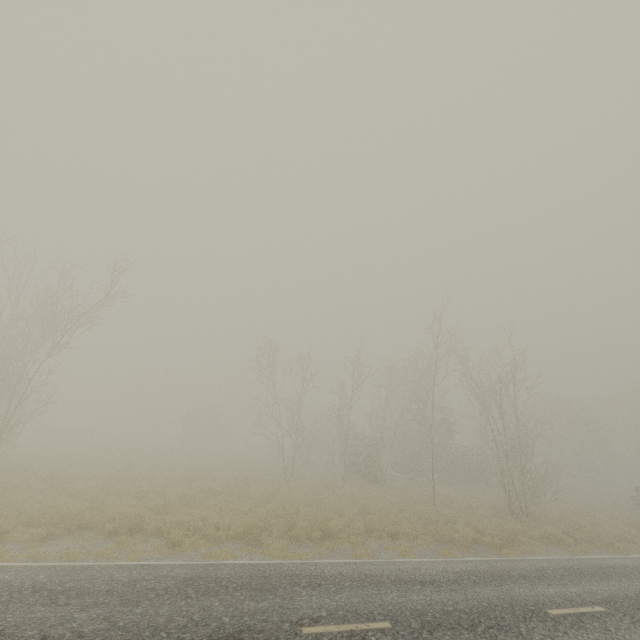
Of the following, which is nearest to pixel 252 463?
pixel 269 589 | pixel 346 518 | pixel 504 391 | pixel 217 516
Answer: pixel 346 518

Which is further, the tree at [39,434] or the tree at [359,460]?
the tree at [359,460]

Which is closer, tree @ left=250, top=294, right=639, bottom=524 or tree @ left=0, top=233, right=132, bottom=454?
tree @ left=0, top=233, right=132, bottom=454
